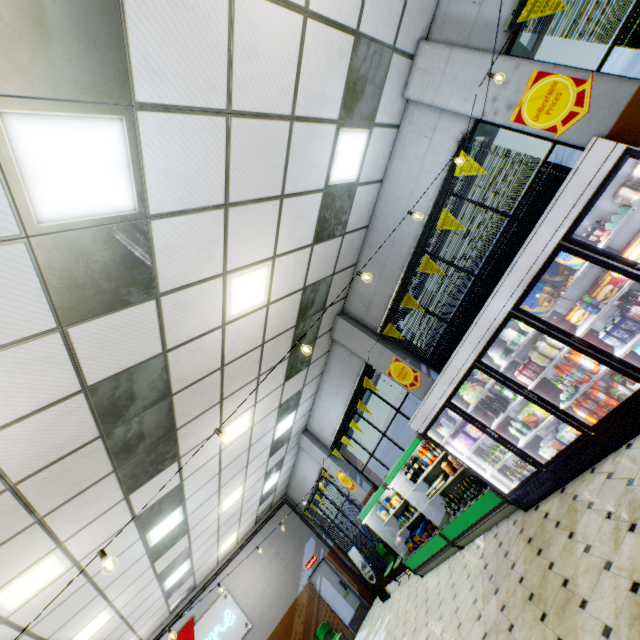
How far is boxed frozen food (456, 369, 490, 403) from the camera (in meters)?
5.33

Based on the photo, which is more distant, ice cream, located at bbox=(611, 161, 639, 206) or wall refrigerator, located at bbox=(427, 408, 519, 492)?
wall refrigerator, located at bbox=(427, 408, 519, 492)

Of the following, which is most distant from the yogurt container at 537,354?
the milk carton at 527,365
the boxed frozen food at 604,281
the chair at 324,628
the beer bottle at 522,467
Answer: the chair at 324,628

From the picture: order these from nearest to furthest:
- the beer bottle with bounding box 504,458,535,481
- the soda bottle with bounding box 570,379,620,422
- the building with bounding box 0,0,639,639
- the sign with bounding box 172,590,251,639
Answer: the building with bounding box 0,0,639,639, the soda bottle with bounding box 570,379,620,422, the beer bottle with bounding box 504,458,535,481, the sign with bounding box 172,590,251,639

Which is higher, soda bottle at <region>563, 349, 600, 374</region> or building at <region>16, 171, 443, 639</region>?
building at <region>16, 171, 443, 639</region>

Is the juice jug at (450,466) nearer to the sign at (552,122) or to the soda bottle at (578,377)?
the soda bottle at (578,377)

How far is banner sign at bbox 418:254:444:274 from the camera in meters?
5.7 m

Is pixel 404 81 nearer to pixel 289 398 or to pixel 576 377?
pixel 576 377
